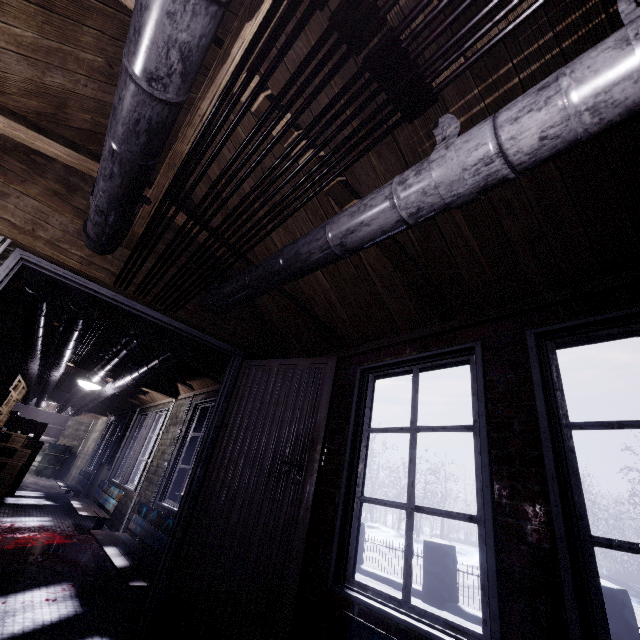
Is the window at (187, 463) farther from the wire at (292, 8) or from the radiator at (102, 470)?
the wire at (292, 8)

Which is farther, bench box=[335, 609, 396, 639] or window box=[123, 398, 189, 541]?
window box=[123, 398, 189, 541]

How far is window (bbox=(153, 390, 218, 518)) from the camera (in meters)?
3.93

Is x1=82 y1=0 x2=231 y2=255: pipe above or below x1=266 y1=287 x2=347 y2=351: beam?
below

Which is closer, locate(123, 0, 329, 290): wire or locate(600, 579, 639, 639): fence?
locate(123, 0, 329, 290): wire

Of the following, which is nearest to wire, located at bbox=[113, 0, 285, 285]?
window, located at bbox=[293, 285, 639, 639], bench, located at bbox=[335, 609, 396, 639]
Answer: window, located at bbox=[293, 285, 639, 639]

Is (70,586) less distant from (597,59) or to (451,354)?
(451,354)

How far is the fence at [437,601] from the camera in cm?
508
